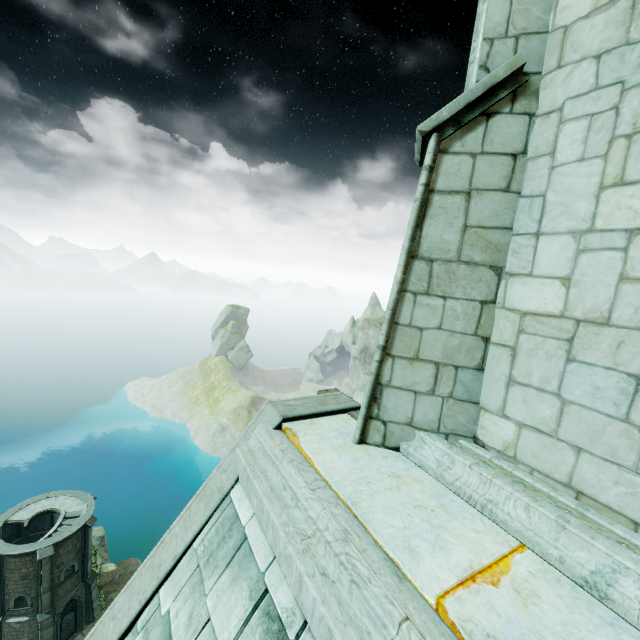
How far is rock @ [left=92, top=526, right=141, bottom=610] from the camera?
30.9m

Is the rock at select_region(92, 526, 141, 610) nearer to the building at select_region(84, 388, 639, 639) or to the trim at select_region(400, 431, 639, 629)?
the building at select_region(84, 388, 639, 639)

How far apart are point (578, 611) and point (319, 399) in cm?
327

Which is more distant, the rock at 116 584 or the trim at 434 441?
the rock at 116 584

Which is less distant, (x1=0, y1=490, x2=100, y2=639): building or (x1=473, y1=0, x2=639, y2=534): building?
(x1=473, y1=0, x2=639, y2=534): building

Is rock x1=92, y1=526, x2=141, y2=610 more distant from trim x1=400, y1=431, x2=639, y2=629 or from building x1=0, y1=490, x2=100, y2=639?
trim x1=400, y1=431, x2=639, y2=629

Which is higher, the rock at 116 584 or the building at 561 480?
the building at 561 480
